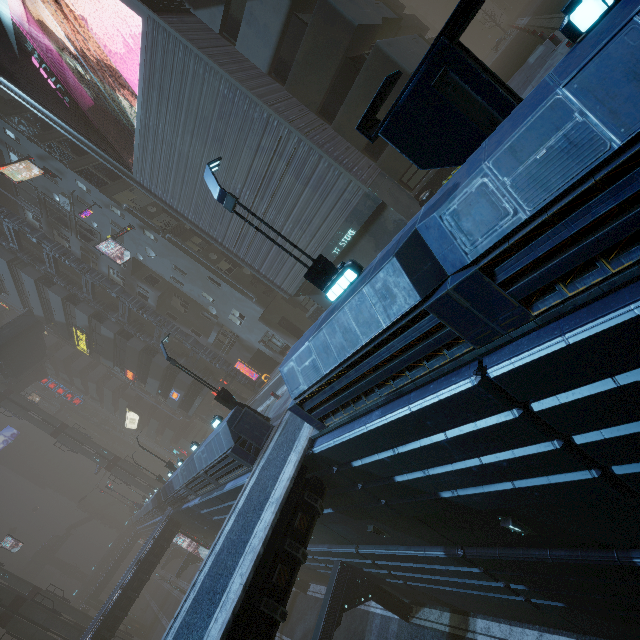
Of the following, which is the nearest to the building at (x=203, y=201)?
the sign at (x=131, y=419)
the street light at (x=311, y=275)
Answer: the sign at (x=131, y=419)

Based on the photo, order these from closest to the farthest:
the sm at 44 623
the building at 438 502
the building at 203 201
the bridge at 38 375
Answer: the building at 203 201 → the building at 438 502 → the sm at 44 623 → the bridge at 38 375

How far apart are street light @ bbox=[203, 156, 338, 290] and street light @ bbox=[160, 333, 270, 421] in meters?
9.7

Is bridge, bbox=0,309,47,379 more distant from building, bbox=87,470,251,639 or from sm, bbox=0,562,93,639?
sm, bbox=0,562,93,639

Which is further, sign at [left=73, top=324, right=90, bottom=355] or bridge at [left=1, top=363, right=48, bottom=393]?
bridge at [left=1, top=363, right=48, bottom=393]

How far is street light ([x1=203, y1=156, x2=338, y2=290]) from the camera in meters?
8.4

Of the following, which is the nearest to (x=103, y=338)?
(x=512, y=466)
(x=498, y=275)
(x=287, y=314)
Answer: (x=287, y=314)

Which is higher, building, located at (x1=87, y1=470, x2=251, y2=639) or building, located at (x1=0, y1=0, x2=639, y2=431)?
building, located at (x1=0, y1=0, x2=639, y2=431)
